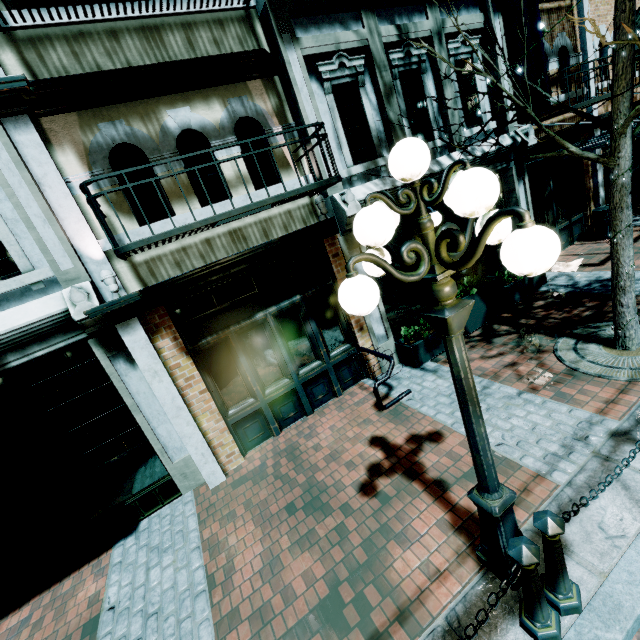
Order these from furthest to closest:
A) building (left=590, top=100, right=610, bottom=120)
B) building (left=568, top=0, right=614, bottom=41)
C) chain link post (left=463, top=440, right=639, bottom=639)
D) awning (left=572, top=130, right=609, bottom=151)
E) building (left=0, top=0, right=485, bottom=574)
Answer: building (left=590, top=100, right=610, bottom=120)
building (left=568, top=0, right=614, bottom=41)
awning (left=572, top=130, right=609, bottom=151)
building (left=0, top=0, right=485, bottom=574)
chain link post (left=463, top=440, right=639, bottom=639)

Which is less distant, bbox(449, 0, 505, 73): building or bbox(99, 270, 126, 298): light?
bbox(99, 270, 126, 298): light

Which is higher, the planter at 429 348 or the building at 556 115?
the building at 556 115

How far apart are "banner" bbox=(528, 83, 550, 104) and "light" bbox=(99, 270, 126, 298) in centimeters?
909cm

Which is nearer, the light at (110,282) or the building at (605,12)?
the light at (110,282)

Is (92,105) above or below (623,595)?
above

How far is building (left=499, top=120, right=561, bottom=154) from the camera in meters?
7.2
